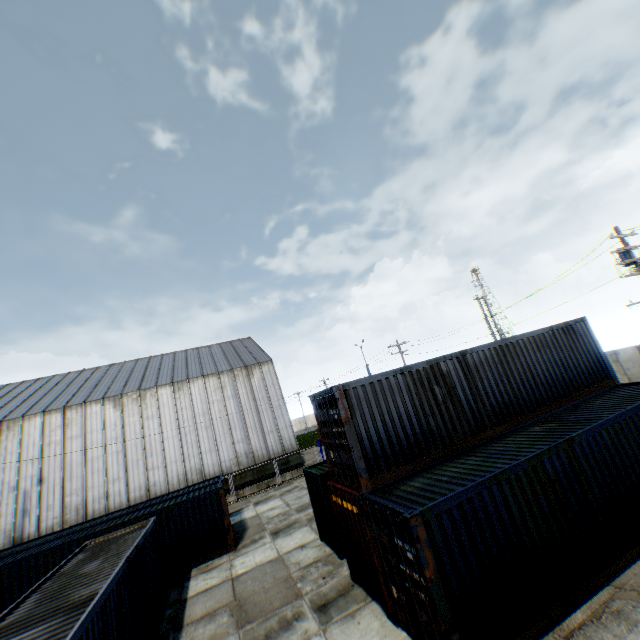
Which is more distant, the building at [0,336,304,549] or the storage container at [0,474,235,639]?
the building at [0,336,304,549]

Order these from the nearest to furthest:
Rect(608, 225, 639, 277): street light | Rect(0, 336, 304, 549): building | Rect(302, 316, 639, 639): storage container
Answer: Rect(302, 316, 639, 639): storage container < Rect(608, 225, 639, 277): street light < Rect(0, 336, 304, 549): building

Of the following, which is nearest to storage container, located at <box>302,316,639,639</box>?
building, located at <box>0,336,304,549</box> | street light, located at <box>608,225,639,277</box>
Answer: street light, located at <box>608,225,639,277</box>

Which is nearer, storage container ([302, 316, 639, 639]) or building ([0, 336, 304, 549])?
storage container ([302, 316, 639, 639])

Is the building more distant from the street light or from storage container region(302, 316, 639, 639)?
the street light

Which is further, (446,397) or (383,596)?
(446,397)

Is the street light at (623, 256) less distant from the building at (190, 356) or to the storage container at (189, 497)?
the storage container at (189, 497)

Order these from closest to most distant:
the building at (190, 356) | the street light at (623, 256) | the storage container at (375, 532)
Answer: the storage container at (375, 532) → the street light at (623, 256) → the building at (190, 356)
